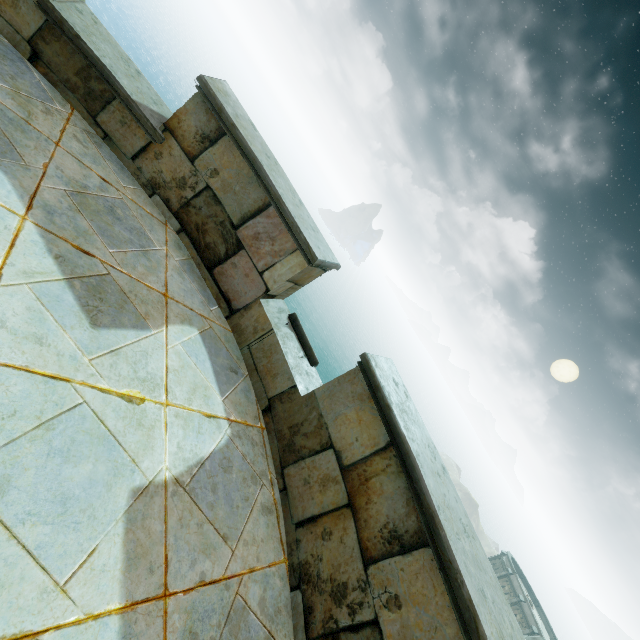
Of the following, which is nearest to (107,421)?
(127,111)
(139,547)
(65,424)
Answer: (65,424)
